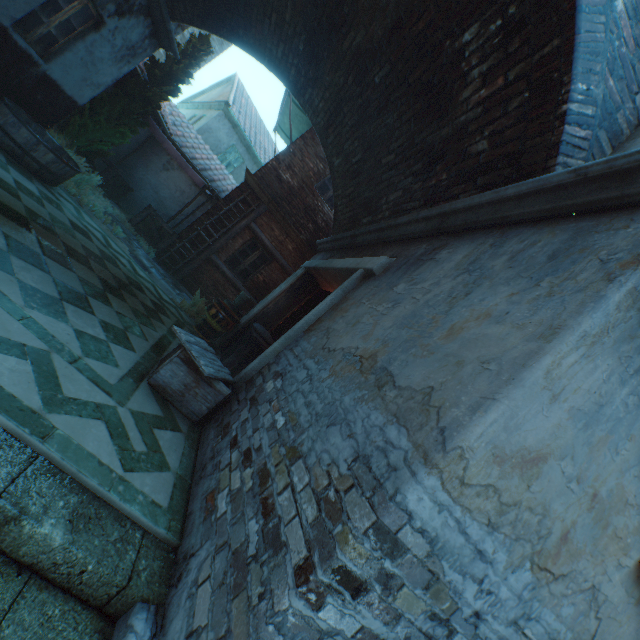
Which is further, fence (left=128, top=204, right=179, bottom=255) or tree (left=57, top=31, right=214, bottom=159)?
fence (left=128, top=204, right=179, bottom=255)

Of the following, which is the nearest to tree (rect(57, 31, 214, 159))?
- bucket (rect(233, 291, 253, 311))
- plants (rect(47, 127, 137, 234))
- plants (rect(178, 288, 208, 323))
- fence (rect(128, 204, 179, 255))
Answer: plants (rect(47, 127, 137, 234))

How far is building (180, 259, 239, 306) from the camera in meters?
10.4

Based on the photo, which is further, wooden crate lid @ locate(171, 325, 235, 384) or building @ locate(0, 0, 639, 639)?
wooden crate lid @ locate(171, 325, 235, 384)

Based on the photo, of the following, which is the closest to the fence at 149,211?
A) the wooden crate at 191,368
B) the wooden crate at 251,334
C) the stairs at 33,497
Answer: the wooden crate at 251,334

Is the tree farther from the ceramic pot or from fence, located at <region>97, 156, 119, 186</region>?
the ceramic pot

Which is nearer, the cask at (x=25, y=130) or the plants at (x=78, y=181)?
the cask at (x=25, y=130)

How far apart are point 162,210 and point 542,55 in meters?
12.8
